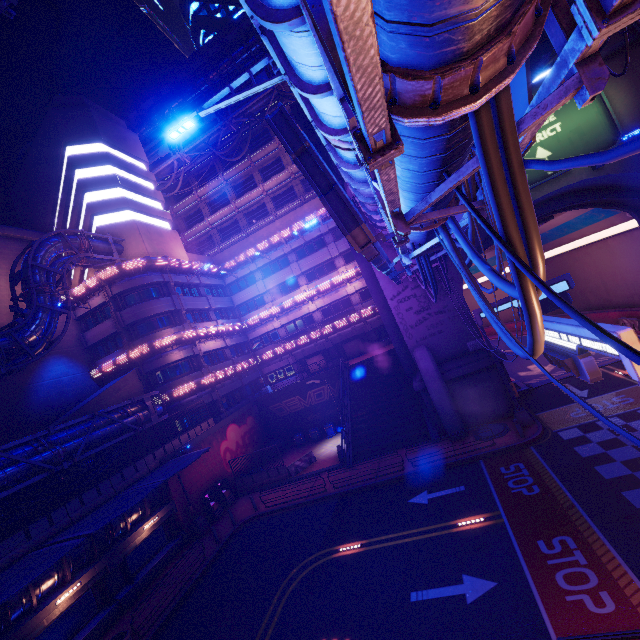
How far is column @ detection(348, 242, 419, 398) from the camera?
25.2 meters

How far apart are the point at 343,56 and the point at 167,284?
33.5m

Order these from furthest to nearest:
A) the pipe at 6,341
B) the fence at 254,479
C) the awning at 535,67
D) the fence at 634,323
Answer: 1. the fence at 254,479
2. the fence at 634,323
3. the pipe at 6,341
4. the awning at 535,67

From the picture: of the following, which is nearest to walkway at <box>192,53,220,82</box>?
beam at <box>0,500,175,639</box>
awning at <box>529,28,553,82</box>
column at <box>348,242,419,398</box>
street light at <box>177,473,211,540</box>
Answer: column at <box>348,242,419,398</box>

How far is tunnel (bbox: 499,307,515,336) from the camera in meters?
42.5

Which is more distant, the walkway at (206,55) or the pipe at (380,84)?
the walkway at (206,55)

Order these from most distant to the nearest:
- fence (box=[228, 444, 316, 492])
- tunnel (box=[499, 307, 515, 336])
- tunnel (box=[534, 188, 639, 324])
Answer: tunnel (box=[499, 307, 515, 336])
fence (box=[228, 444, 316, 492])
tunnel (box=[534, 188, 639, 324])

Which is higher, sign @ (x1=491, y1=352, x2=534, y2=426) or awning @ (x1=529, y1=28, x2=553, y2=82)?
awning @ (x1=529, y1=28, x2=553, y2=82)
